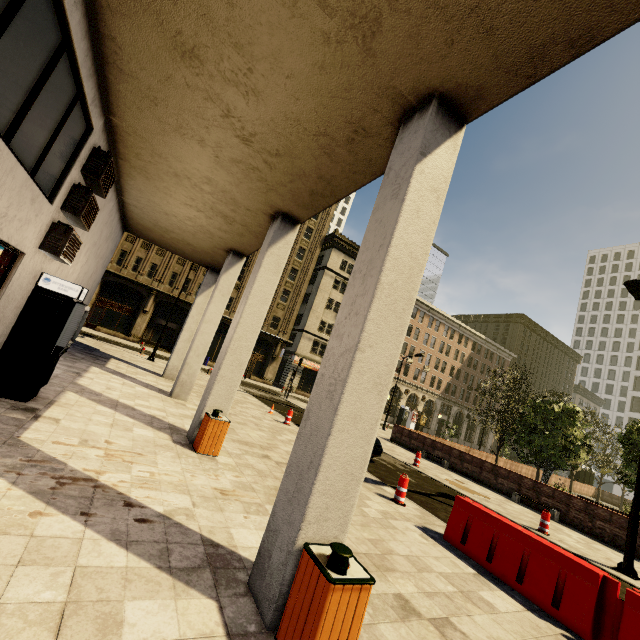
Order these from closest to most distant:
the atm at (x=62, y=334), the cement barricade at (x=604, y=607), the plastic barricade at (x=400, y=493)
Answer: the cement barricade at (x=604, y=607)
the atm at (x=62, y=334)
the plastic barricade at (x=400, y=493)

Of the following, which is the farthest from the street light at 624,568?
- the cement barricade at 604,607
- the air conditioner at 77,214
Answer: the air conditioner at 77,214

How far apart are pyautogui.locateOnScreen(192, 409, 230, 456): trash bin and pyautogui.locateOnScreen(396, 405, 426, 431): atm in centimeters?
4631cm

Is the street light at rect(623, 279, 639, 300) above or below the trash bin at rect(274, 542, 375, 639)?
above

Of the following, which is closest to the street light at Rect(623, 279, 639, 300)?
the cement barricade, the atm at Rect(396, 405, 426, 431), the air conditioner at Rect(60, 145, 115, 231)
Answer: the cement barricade

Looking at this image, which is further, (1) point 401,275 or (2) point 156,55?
(2) point 156,55

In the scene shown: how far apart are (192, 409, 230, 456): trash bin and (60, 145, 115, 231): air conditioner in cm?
491

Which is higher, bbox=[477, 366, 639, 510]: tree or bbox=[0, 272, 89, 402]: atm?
bbox=[477, 366, 639, 510]: tree
